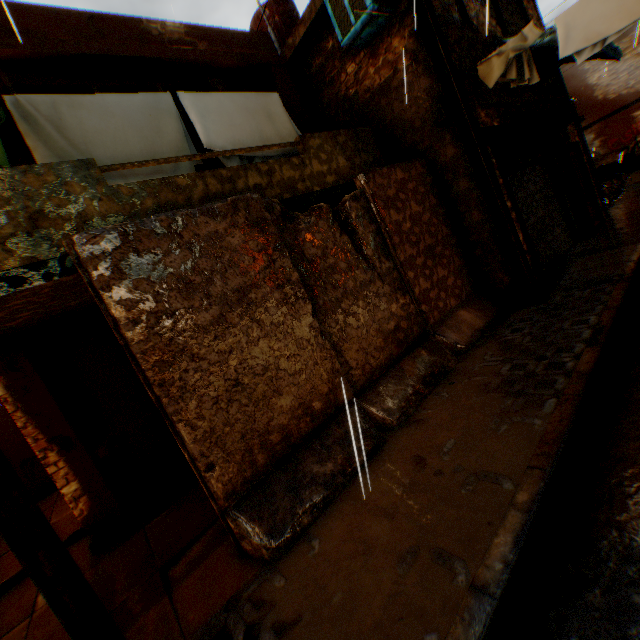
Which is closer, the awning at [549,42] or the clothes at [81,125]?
the clothes at [81,125]

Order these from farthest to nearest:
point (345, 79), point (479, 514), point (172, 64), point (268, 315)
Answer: point (345, 79), point (172, 64), point (268, 315), point (479, 514)

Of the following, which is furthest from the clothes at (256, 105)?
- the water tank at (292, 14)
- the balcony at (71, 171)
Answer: the water tank at (292, 14)

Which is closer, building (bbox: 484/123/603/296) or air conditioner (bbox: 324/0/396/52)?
air conditioner (bbox: 324/0/396/52)

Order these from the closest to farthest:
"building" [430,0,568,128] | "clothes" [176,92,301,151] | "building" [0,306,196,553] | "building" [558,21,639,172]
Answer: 1. "building" [0,306,196,553]
2. "clothes" [176,92,301,151]
3. "building" [430,0,568,128]
4. "building" [558,21,639,172]

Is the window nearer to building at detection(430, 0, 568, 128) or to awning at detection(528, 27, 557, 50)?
building at detection(430, 0, 568, 128)

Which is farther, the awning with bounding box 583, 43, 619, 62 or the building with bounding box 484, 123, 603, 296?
the awning with bounding box 583, 43, 619, 62

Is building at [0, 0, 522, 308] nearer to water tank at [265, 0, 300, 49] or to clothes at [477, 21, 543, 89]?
clothes at [477, 21, 543, 89]
